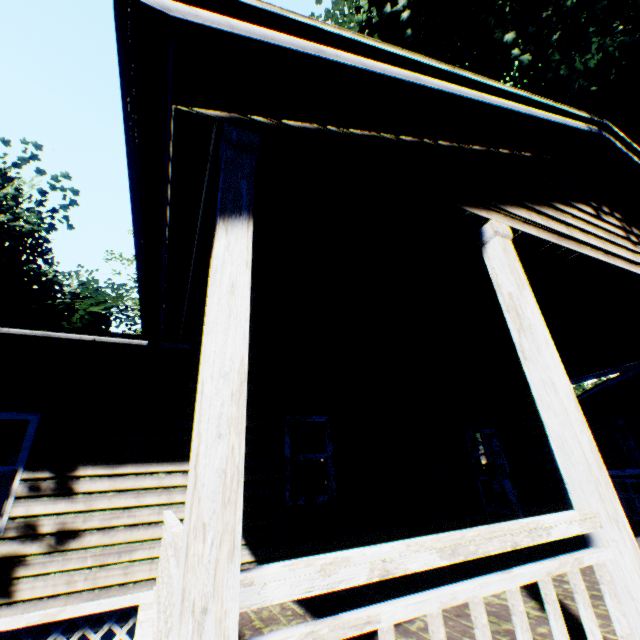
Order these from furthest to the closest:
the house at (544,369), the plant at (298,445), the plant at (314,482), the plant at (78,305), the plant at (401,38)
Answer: the plant at (78,305), the plant at (298,445), the plant at (314,482), the plant at (401,38), the house at (544,369)

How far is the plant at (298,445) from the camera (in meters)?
13.12

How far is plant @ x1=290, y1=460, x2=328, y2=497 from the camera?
12.3m

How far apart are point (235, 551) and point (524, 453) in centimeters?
1020cm

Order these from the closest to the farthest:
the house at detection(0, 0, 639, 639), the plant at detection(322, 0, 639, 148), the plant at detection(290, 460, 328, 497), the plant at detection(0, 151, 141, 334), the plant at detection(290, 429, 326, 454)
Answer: the house at detection(0, 0, 639, 639), the plant at detection(322, 0, 639, 148), the plant at detection(290, 460, 328, 497), the plant at detection(290, 429, 326, 454), the plant at detection(0, 151, 141, 334)

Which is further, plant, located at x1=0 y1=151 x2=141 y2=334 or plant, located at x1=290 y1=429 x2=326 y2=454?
plant, located at x1=0 y1=151 x2=141 y2=334

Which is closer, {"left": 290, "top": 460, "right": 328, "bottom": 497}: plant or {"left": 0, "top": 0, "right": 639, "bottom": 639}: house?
{"left": 0, "top": 0, "right": 639, "bottom": 639}: house
